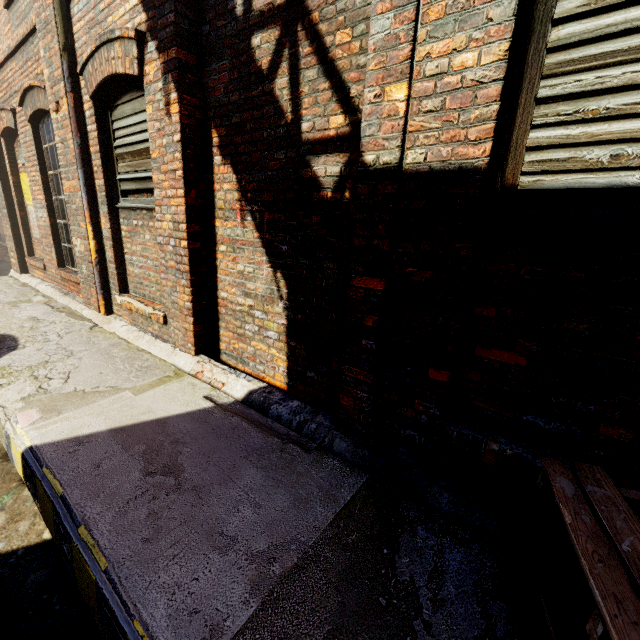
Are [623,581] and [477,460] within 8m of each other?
yes

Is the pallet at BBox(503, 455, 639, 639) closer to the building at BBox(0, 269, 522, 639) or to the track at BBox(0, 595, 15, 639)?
the building at BBox(0, 269, 522, 639)

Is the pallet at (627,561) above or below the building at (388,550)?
above

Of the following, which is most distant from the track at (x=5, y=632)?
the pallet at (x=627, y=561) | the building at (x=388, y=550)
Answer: the pallet at (x=627, y=561)

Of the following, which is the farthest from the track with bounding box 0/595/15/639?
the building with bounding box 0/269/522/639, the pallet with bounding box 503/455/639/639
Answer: the pallet with bounding box 503/455/639/639

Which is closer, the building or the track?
the building
